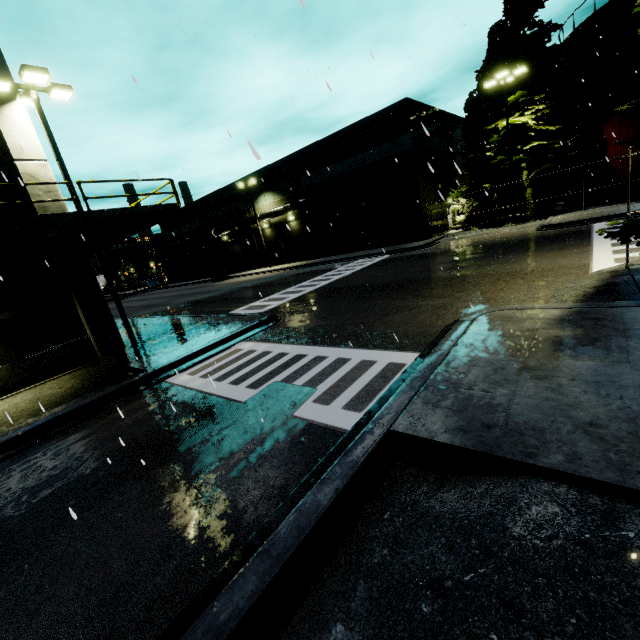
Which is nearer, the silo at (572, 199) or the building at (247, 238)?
the silo at (572, 199)

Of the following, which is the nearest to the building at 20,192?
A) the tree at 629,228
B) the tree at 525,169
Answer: the tree at 629,228

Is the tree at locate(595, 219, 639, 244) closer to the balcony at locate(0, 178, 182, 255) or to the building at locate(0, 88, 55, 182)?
the building at locate(0, 88, 55, 182)

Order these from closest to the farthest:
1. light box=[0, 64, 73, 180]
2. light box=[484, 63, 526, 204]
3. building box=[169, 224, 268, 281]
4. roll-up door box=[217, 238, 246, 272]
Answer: light box=[0, 64, 73, 180], light box=[484, 63, 526, 204], building box=[169, 224, 268, 281], roll-up door box=[217, 238, 246, 272]

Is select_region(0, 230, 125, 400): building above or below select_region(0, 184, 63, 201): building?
below

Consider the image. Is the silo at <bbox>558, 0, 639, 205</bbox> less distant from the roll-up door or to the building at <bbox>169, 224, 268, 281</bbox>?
the building at <bbox>169, 224, 268, 281</bbox>

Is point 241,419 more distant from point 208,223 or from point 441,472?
point 208,223

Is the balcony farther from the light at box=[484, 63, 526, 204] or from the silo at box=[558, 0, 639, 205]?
the light at box=[484, 63, 526, 204]
